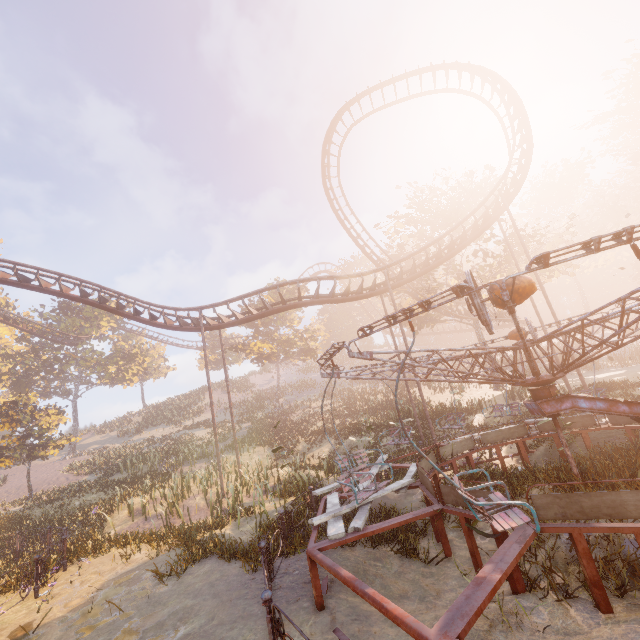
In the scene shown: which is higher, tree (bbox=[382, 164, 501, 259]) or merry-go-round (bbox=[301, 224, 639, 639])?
tree (bbox=[382, 164, 501, 259])

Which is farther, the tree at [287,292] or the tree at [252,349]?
the tree at [287,292]

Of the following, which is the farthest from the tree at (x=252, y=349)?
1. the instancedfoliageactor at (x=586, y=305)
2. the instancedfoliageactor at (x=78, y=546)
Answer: the instancedfoliageactor at (x=586, y=305)

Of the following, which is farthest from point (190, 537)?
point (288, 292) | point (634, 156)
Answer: point (634, 156)

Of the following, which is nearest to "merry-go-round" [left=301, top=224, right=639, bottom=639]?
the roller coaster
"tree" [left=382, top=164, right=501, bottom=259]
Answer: the roller coaster

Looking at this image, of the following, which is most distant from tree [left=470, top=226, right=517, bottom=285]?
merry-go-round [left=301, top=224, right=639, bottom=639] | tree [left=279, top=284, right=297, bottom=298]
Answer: merry-go-round [left=301, top=224, right=639, bottom=639]

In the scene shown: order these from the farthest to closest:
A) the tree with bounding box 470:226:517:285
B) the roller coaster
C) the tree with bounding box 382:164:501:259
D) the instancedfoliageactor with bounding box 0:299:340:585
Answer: the tree with bounding box 382:164:501:259 < the tree with bounding box 470:226:517:285 < the roller coaster < the instancedfoliageactor with bounding box 0:299:340:585

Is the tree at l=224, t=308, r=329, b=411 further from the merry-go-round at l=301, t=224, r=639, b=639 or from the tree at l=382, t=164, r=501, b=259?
the merry-go-round at l=301, t=224, r=639, b=639
